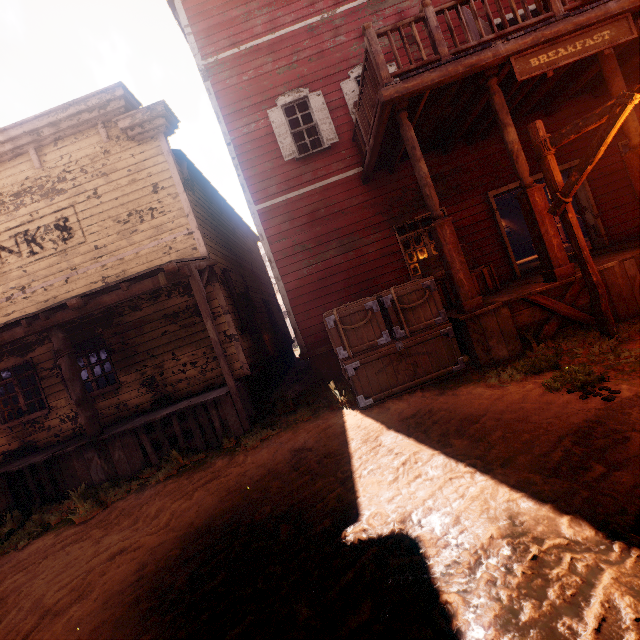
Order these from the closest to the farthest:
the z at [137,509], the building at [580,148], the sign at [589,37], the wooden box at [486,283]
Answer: the z at [137,509] < the sign at [589,37] < the wooden box at [486,283] < the building at [580,148]

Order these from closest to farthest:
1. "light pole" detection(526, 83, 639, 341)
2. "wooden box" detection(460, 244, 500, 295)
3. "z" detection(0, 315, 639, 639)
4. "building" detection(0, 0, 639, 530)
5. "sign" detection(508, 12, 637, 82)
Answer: "z" detection(0, 315, 639, 639) → "light pole" detection(526, 83, 639, 341) → "sign" detection(508, 12, 637, 82) → "building" detection(0, 0, 639, 530) → "wooden box" detection(460, 244, 500, 295)

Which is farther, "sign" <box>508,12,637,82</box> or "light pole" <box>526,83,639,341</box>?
"sign" <box>508,12,637,82</box>

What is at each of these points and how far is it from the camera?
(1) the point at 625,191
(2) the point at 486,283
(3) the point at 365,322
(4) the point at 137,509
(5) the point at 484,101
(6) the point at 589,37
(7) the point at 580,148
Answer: (1) building, 8.1m
(2) wooden box, 7.0m
(3) wooden box, 5.7m
(4) z, 4.8m
(5) building, 6.2m
(6) sign, 5.0m
(7) building, 8.1m

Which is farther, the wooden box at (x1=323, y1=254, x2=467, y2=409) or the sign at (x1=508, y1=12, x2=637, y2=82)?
the wooden box at (x1=323, y1=254, x2=467, y2=409)

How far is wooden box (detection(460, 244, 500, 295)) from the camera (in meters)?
6.99

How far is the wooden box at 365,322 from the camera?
5.6 meters

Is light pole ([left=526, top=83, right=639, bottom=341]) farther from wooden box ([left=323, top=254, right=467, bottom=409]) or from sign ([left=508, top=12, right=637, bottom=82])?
wooden box ([left=323, top=254, right=467, bottom=409])
